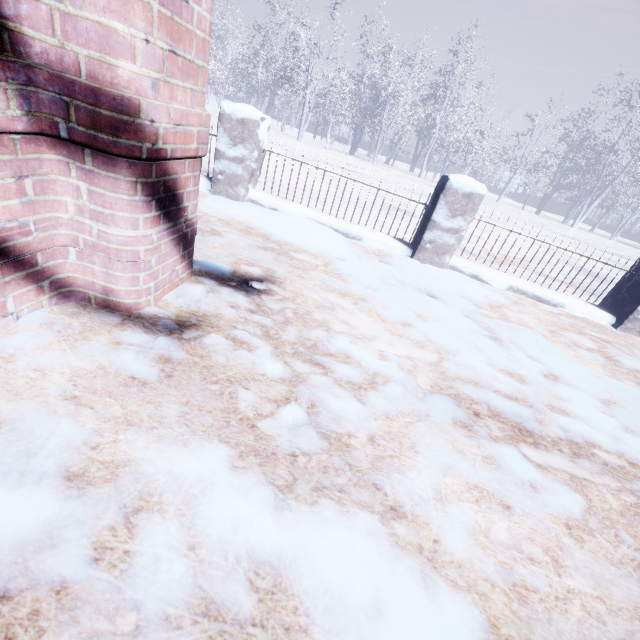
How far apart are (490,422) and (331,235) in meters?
2.4 m
